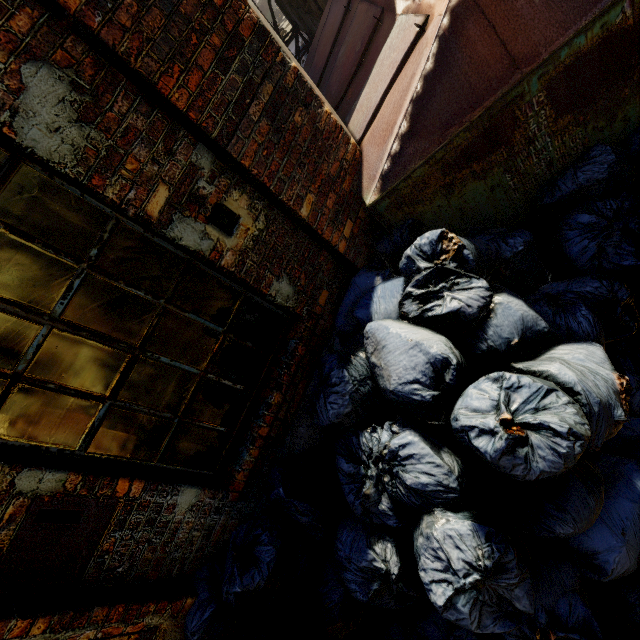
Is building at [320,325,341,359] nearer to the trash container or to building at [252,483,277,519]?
building at [252,483,277,519]

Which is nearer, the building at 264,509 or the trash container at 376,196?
the trash container at 376,196

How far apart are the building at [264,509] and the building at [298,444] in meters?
0.1

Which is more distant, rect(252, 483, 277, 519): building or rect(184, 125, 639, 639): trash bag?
rect(252, 483, 277, 519): building

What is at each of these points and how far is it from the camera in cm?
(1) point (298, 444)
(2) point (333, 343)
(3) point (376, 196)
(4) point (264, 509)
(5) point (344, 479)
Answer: (1) building, 238
(2) building, 257
(3) trash container, 225
(4) building, 231
(5) trash bag, 191

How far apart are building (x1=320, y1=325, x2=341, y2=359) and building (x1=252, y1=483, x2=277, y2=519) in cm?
8

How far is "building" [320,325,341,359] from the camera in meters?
2.5 m
